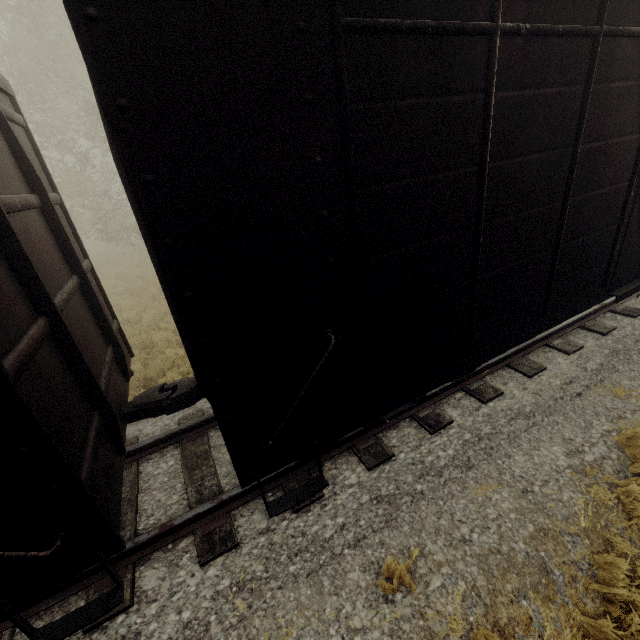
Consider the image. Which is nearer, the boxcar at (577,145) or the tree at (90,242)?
the boxcar at (577,145)

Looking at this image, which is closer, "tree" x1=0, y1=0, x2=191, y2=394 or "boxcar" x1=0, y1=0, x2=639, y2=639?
"boxcar" x1=0, y1=0, x2=639, y2=639

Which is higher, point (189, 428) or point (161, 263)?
point (161, 263)
